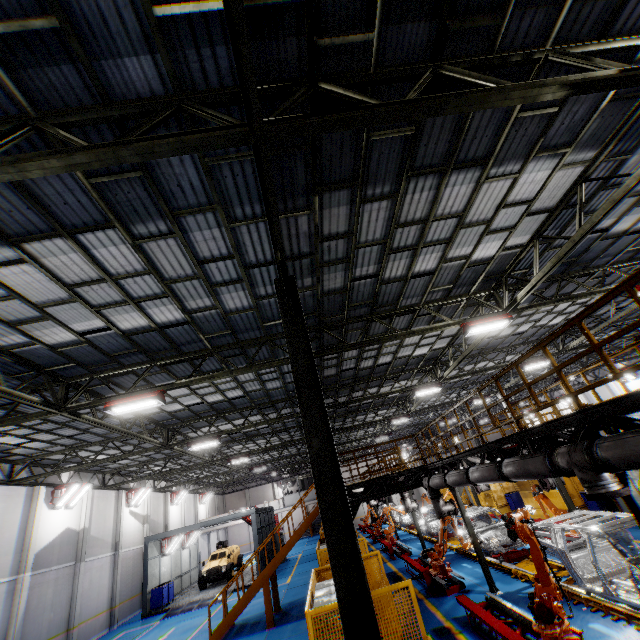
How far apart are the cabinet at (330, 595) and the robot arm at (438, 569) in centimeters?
600cm

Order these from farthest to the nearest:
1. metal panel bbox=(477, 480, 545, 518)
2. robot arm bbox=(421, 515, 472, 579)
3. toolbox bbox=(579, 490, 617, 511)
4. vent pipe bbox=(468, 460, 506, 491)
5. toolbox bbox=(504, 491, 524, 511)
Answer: toolbox bbox=(504, 491, 524, 511)
metal panel bbox=(477, 480, 545, 518)
toolbox bbox=(579, 490, 617, 511)
robot arm bbox=(421, 515, 472, 579)
vent pipe bbox=(468, 460, 506, 491)

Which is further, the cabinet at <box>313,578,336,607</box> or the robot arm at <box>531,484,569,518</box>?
the robot arm at <box>531,484,569,518</box>

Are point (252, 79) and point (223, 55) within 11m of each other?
yes

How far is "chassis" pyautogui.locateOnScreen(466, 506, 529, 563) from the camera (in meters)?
12.40

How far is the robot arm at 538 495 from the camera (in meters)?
13.13

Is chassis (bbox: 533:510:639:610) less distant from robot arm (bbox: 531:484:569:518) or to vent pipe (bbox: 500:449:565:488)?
robot arm (bbox: 531:484:569:518)

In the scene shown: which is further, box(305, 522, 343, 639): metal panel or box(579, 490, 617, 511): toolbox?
box(579, 490, 617, 511): toolbox
